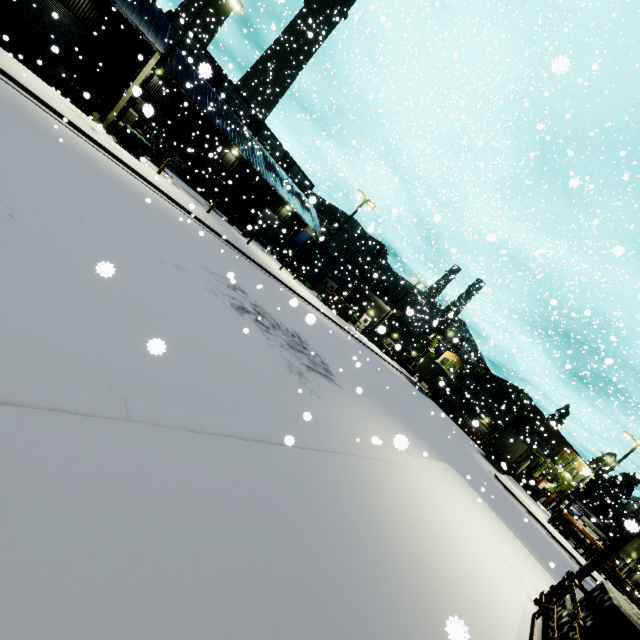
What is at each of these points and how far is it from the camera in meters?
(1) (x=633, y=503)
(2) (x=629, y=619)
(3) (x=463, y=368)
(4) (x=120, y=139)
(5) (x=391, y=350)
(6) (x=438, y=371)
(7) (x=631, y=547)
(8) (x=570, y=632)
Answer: (1) building, 53.1
(2) concrete block, 5.4
(3) tree, 53.5
(4) electrical box, 17.1
(5) concrete block, 44.4
(6) semi trailer, 40.5
(7) building, 36.4
(8) fence, 5.1

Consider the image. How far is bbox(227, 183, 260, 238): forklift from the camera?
29.0 meters

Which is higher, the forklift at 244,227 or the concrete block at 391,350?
the concrete block at 391,350

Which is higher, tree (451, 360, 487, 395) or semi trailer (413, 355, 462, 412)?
tree (451, 360, 487, 395)

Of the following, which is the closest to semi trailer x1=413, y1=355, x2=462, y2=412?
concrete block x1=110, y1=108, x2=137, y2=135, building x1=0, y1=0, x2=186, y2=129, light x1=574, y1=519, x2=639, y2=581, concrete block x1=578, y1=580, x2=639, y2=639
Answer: building x1=0, y1=0, x2=186, y2=129

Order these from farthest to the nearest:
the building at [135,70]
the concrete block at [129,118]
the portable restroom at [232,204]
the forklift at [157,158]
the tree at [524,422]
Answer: the tree at [524,422], the portable restroom at [232,204], the forklift at [157,158], the concrete block at [129,118], the building at [135,70]

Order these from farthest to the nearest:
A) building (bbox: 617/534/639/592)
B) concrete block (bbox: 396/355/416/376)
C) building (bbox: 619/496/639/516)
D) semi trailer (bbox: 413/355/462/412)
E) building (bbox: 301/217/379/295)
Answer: concrete block (bbox: 396/355/416/376) < building (bbox: 619/496/639/516) < semi trailer (bbox: 413/355/462/412) < building (bbox: 301/217/379/295) < building (bbox: 617/534/639/592)

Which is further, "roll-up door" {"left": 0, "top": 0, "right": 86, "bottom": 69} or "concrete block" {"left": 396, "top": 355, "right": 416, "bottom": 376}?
"concrete block" {"left": 396, "top": 355, "right": 416, "bottom": 376}
